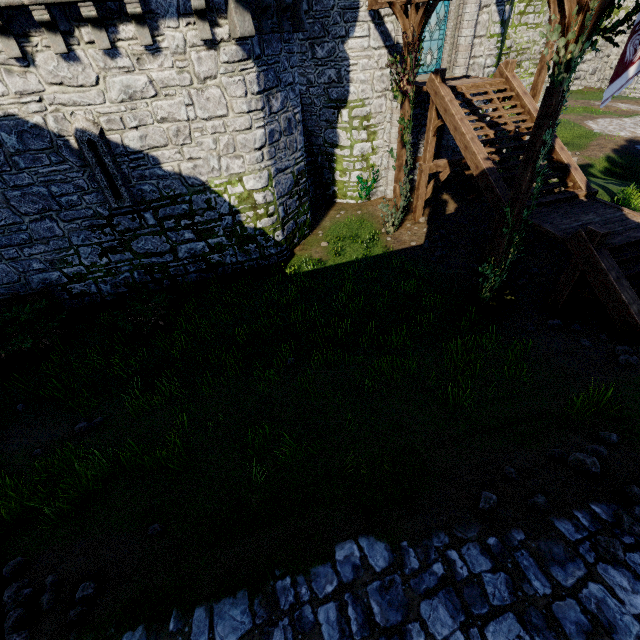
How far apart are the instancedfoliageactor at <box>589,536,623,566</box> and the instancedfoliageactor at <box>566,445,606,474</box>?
0.9 meters

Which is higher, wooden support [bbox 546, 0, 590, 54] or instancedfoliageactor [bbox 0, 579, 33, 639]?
wooden support [bbox 546, 0, 590, 54]

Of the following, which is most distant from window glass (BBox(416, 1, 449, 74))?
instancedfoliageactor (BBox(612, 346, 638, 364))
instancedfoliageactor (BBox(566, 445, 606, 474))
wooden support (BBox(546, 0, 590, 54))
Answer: instancedfoliageactor (BBox(566, 445, 606, 474))

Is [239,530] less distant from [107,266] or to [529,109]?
[107,266]

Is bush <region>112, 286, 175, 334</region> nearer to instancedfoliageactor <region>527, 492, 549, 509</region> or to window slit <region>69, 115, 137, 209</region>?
window slit <region>69, 115, 137, 209</region>

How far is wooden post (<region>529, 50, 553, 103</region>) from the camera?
12.0m

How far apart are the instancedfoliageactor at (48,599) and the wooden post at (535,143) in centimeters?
1114cm

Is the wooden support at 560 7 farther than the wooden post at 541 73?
No
